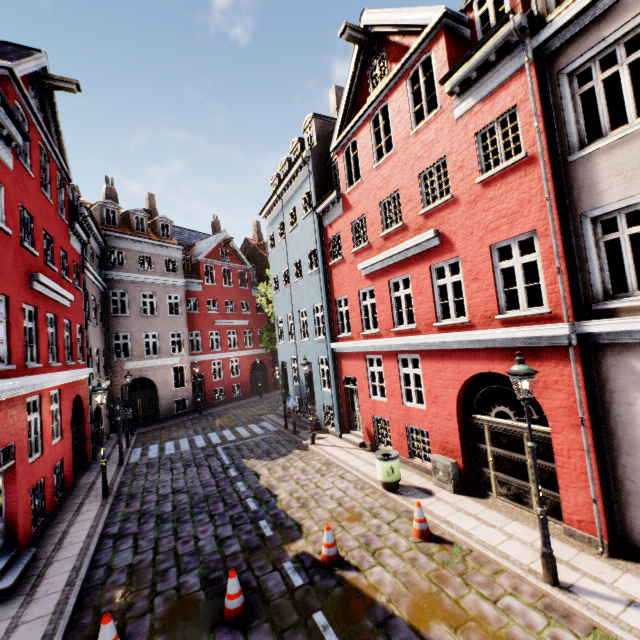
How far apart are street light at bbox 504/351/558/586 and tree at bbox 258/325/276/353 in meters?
20.1 m

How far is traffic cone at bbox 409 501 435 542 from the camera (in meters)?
7.17

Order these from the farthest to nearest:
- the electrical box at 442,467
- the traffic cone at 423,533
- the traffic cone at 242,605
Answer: the electrical box at 442,467, the traffic cone at 423,533, the traffic cone at 242,605

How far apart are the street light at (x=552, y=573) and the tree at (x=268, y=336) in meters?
20.1 m

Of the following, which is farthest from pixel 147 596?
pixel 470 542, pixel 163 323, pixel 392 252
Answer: pixel 163 323

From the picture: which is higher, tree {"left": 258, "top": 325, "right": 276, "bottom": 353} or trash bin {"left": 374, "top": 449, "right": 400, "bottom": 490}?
tree {"left": 258, "top": 325, "right": 276, "bottom": 353}

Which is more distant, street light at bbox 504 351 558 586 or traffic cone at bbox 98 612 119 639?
street light at bbox 504 351 558 586

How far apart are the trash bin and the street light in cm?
406
